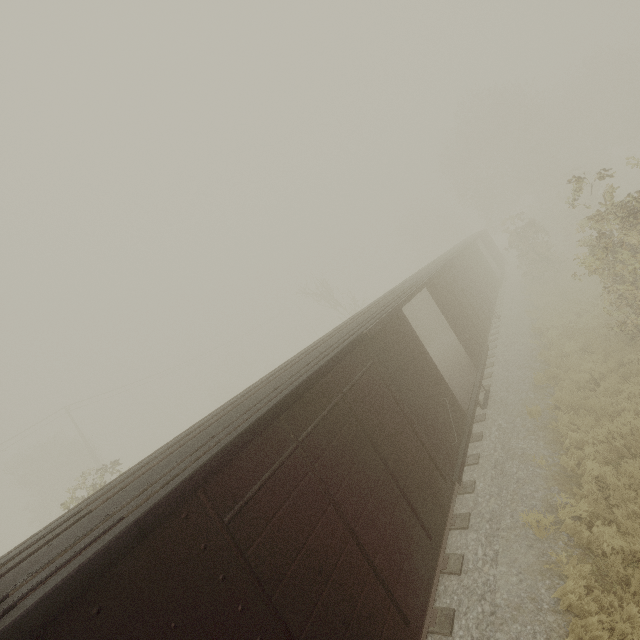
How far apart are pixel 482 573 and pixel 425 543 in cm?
178
